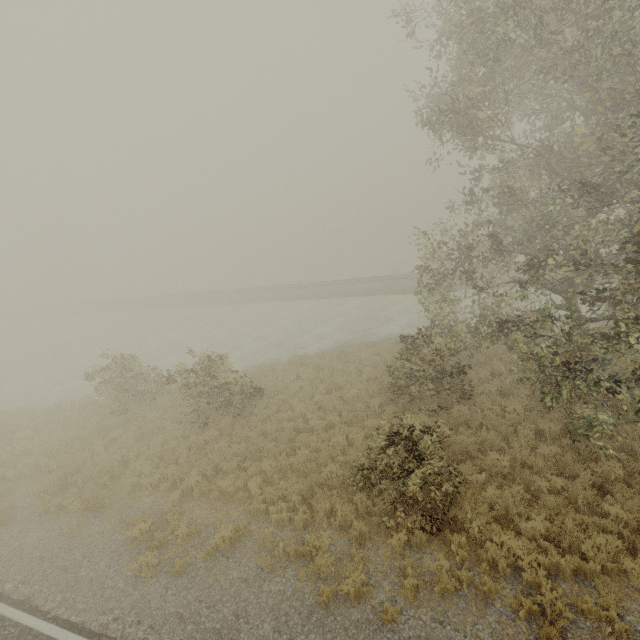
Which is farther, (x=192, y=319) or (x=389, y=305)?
(x=192, y=319)
